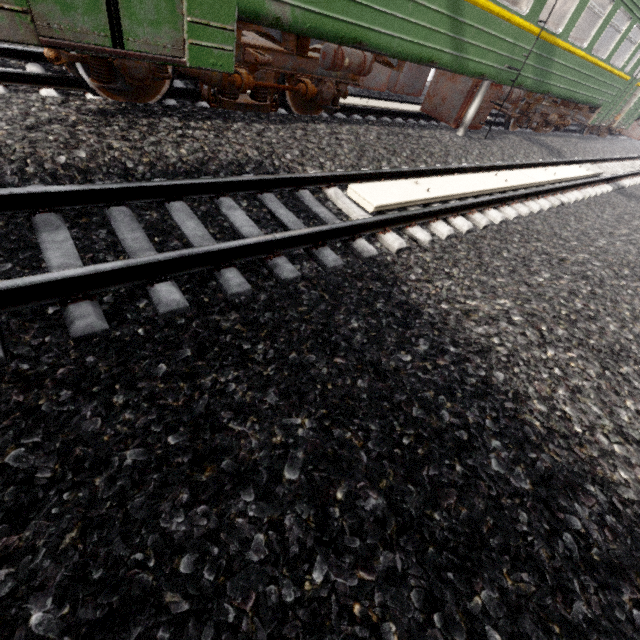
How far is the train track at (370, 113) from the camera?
7.0m

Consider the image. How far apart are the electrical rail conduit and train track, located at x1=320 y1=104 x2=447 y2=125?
2.9 meters

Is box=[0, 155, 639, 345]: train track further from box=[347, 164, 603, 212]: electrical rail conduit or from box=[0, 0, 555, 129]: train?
box=[0, 0, 555, 129]: train

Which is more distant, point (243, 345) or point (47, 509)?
point (243, 345)

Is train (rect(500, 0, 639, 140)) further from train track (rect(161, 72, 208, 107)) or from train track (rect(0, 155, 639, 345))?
train track (rect(0, 155, 639, 345))

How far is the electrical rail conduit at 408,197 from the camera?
4.1 meters

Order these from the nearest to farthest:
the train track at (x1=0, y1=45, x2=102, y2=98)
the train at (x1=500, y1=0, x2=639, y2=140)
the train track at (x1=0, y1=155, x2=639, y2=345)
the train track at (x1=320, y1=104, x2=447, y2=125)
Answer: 1. the train track at (x1=0, y1=155, x2=639, y2=345)
2. the train track at (x1=0, y1=45, x2=102, y2=98)
3. the train track at (x1=320, y1=104, x2=447, y2=125)
4. the train at (x1=500, y1=0, x2=639, y2=140)

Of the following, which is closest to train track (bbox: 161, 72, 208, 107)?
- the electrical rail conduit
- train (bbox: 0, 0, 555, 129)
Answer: train (bbox: 0, 0, 555, 129)
